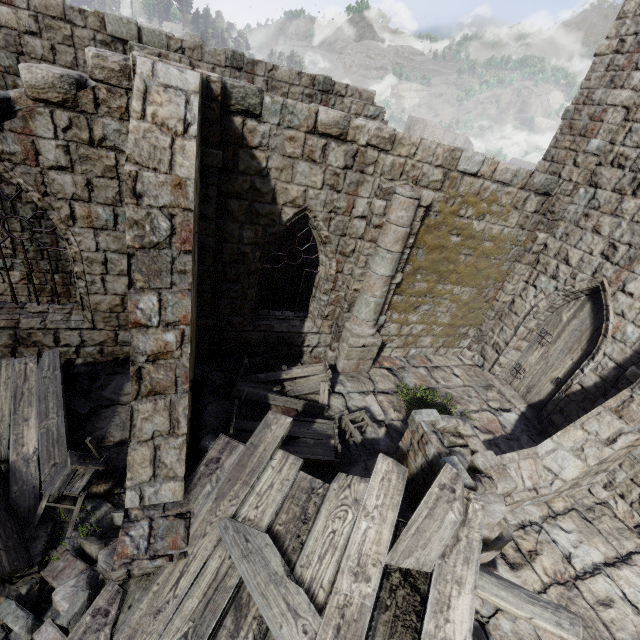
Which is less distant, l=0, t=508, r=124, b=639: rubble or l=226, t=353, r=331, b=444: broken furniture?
l=0, t=508, r=124, b=639: rubble

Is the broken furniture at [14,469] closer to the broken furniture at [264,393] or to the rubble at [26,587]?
the rubble at [26,587]

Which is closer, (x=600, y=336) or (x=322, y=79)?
(x=600, y=336)

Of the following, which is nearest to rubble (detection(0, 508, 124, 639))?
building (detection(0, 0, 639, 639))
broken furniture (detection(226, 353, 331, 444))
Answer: building (detection(0, 0, 639, 639))

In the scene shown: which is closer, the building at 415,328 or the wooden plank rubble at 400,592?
the wooden plank rubble at 400,592

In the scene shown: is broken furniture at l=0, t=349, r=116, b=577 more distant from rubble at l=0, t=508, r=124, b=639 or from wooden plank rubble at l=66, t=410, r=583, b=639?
Result: wooden plank rubble at l=66, t=410, r=583, b=639

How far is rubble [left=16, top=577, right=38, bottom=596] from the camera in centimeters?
412cm

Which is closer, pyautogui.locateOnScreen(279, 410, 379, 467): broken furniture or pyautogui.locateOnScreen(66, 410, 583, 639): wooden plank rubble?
pyautogui.locateOnScreen(66, 410, 583, 639): wooden plank rubble
